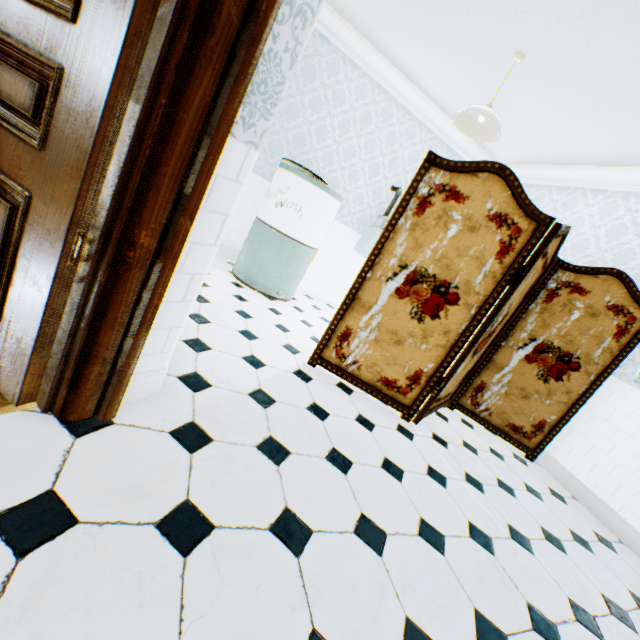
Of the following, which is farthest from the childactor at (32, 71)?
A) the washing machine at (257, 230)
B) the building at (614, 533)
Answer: the washing machine at (257, 230)

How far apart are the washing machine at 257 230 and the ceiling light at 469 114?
1.3m

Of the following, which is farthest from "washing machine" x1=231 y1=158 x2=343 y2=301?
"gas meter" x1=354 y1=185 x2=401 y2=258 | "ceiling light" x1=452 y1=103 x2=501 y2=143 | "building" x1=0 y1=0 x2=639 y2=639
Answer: "ceiling light" x1=452 y1=103 x2=501 y2=143

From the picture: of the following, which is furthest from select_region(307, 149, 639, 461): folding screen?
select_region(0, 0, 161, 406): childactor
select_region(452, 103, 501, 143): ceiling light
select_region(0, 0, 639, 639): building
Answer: select_region(0, 0, 161, 406): childactor

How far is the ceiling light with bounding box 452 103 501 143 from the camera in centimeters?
287cm

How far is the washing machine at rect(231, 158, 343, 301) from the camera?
3.6m

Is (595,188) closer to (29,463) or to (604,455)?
(604,455)

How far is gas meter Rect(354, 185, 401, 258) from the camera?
4.7m
